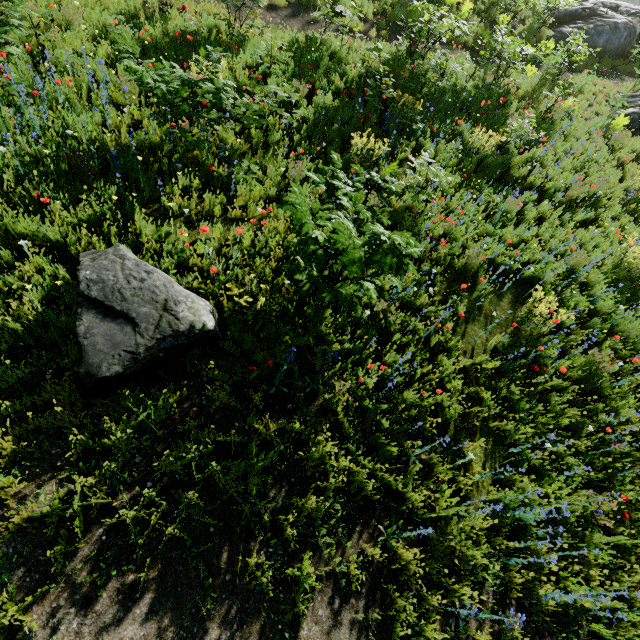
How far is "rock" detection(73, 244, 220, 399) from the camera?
3.0m

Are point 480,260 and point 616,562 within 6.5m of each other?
yes

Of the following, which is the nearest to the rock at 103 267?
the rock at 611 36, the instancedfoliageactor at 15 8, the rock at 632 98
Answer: the instancedfoliageactor at 15 8

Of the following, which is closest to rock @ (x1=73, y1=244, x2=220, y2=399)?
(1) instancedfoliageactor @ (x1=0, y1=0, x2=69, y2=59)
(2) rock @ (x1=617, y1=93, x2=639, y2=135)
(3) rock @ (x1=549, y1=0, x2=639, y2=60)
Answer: (1) instancedfoliageactor @ (x1=0, y1=0, x2=69, y2=59)

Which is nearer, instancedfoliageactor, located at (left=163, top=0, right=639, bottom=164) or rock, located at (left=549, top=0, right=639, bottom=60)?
instancedfoliageactor, located at (left=163, top=0, right=639, bottom=164)

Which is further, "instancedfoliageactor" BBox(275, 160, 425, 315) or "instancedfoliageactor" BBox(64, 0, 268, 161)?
"instancedfoliageactor" BBox(64, 0, 268, 161)

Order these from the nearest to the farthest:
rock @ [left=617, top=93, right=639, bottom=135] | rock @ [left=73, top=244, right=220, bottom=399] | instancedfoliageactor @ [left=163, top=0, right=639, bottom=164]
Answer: rock @ [left=73, top=244, right=220, bottom=399]
instancedfoliageactor @ [left=163, top=0, right=639, bottom=164]
rock @ [left=617, top=93, right=639, bottom=135]

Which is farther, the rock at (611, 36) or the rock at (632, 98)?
the rock at (611, 36)
